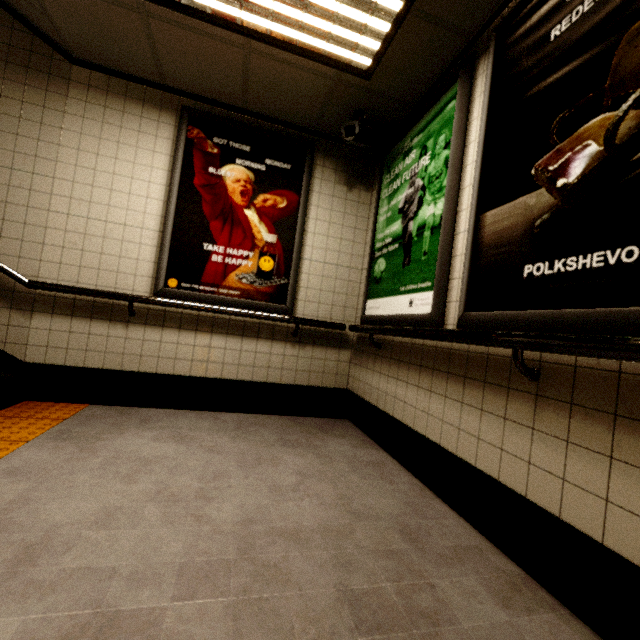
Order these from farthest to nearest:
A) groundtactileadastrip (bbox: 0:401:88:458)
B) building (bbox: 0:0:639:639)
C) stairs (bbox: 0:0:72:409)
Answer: stairs (bbox: 0:0:72:409) < groundtactileadastrip (bbox: 0:401:88:458) < building (bbox: 0:0:639:639)

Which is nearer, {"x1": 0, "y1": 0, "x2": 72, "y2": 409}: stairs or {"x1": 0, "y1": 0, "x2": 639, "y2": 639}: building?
{"x1": 0, "y1": 0, "x2": 639, "y2": 639}: building

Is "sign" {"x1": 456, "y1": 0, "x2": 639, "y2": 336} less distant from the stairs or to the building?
the building

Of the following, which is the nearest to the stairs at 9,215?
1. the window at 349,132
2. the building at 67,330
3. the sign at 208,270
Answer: the building at 67,330

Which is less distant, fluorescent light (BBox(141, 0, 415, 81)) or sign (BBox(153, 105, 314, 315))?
fluorescent light (BBox(141, 0, 415, 81))

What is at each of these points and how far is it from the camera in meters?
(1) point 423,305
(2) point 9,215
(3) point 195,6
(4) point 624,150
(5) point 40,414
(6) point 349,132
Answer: (1) sign, 2.2 m
(2) stairs, 2.7 m
(3) fluorescent light, 2.1 m
(4) sign, 1.1 m
(5) groundtactileadastrip, 2.5 m
(6) window, 2.9 m

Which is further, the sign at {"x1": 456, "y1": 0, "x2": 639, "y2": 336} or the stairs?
the stairs

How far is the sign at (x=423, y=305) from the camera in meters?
2.1 m
